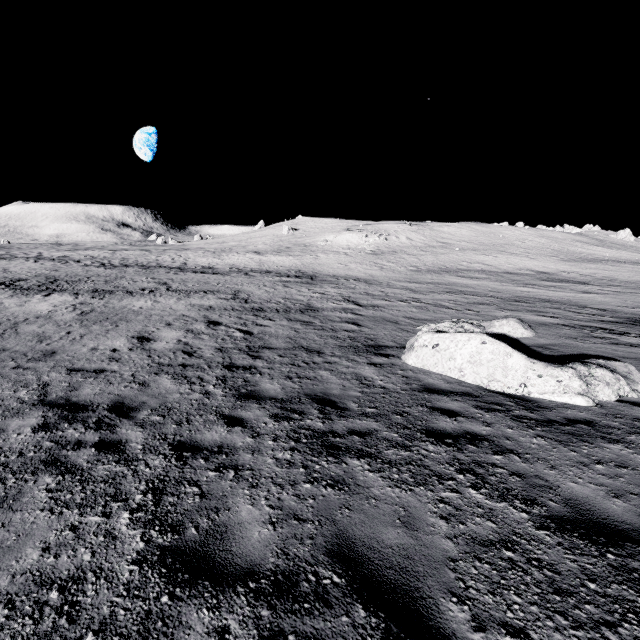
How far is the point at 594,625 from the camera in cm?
248
